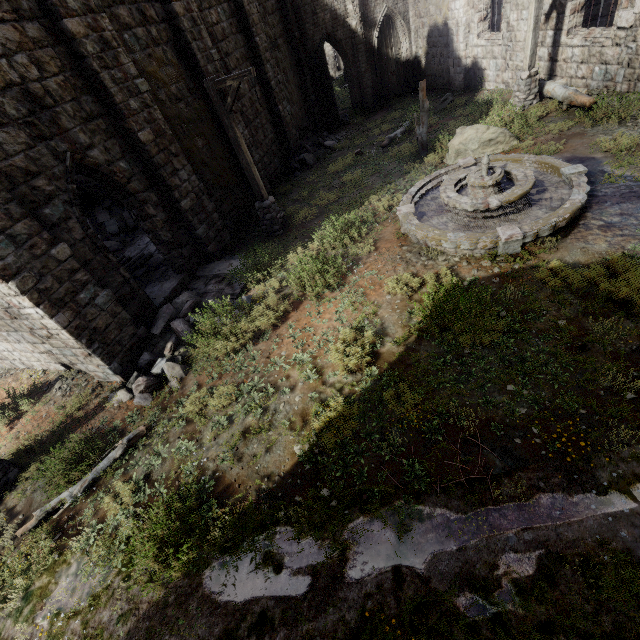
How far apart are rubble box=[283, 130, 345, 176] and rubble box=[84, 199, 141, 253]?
9.30m

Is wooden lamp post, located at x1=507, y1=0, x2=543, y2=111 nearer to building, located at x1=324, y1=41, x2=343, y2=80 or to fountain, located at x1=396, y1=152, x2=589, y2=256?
building, located at x1=324, y1=41, x2=343, y2=80

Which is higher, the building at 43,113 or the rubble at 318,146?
the building at 43,113

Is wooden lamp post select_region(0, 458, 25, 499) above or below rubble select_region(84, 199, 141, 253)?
below

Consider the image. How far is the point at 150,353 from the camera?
8.2 meters

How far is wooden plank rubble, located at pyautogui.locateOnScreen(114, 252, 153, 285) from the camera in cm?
1123

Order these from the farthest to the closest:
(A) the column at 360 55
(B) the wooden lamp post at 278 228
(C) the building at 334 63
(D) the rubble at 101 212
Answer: (C) the building at 334 63
(A) the column at 360 55
(D) the rubble at 101 212
(B) the wooden lamp post at 278 228

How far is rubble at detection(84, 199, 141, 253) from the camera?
14.8m
